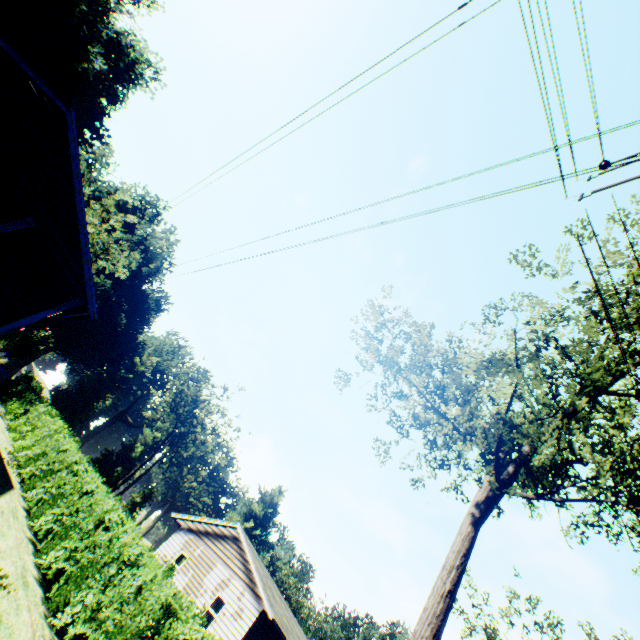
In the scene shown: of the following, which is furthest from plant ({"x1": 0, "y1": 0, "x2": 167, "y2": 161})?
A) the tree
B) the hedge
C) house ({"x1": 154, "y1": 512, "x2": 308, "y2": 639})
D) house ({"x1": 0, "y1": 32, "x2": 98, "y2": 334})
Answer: the hedge

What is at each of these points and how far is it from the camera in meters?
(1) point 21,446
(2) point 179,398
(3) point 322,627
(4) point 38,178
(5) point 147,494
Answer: (1) hedge, 17.4 m
(2) plant, 53.8 m
(3) plant, 59.3 m
(4) house, 9.2 m
(5) plant, 53.0 m

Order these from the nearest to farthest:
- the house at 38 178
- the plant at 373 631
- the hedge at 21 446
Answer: the hedge at 21 446
the house at 38 178
the plant at 373 631

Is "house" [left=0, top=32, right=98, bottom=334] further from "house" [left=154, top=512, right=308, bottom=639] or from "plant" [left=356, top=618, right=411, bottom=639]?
"house" [left=154, top=512, right=308, bottom=639]

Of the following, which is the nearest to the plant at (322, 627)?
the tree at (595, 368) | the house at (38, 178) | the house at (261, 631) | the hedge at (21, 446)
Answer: the house at (38, 178)

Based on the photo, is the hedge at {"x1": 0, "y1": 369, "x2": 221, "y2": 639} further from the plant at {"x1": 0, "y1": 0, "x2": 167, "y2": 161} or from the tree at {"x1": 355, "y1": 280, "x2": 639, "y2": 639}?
the plant at {"x1": 0, "y1": 0, "x2": 167, "y2": 161}

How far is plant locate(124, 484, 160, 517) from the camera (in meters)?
50.94
